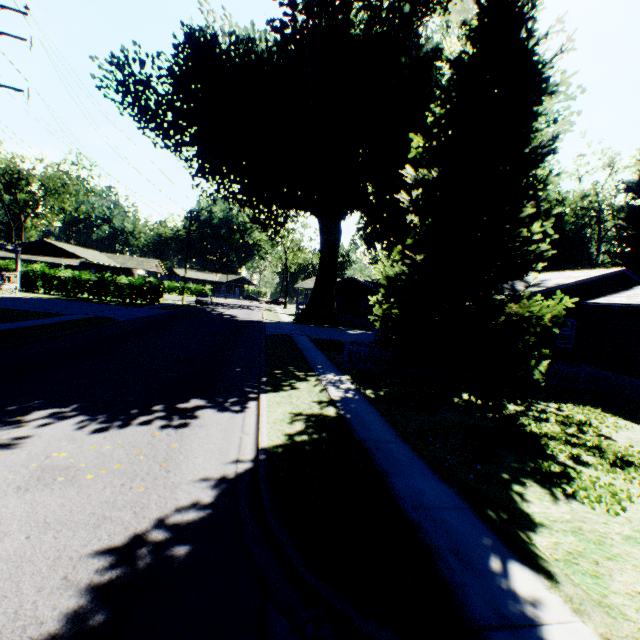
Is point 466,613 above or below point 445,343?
below

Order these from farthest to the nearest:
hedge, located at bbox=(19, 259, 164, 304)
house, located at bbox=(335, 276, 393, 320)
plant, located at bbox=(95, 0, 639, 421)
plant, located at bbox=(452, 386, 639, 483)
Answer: house, located at bbox=(335, 276, 393, 320), hedge, located at bbox=(19, 259, 164, 304), plant, located at bbox=(95, 0, 639, 421), plant, located at bbox=(452, 386, 639, 483)

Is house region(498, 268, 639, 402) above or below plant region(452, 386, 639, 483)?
above

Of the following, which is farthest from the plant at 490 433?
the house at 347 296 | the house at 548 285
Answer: the house at 548 285

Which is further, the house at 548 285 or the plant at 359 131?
the house at 548 285

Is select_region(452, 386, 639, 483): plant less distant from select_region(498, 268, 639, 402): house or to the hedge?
select_region(498, 268, 639, 402): house

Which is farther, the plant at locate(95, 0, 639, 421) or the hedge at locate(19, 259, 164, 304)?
the hedge at locate(19, 259, 164, 304)
